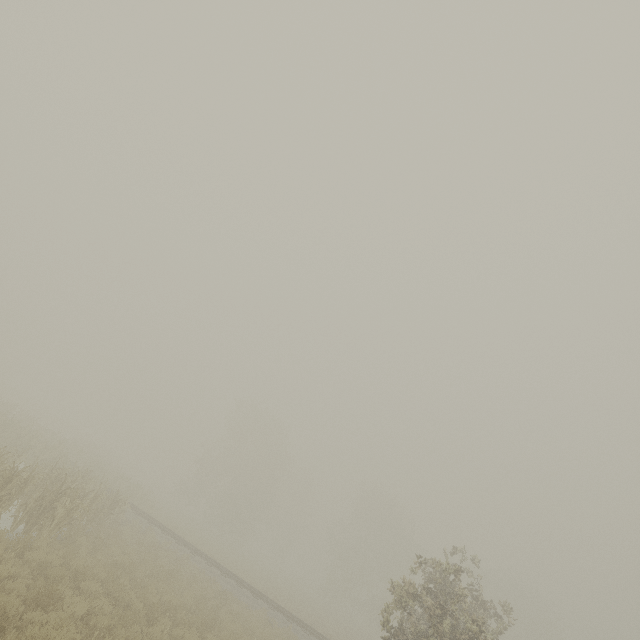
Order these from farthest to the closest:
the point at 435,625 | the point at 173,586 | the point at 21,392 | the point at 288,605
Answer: the point at 21,392 < the point at 288,605 < the point at 173,586 < the point at 435,625
